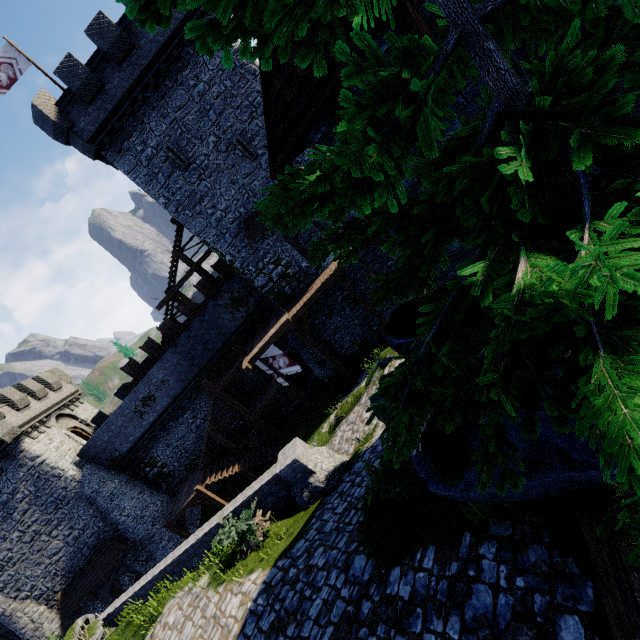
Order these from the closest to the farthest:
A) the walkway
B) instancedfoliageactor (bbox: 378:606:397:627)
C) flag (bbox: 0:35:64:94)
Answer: instancedfoliageactor (bbox: 378:606:397:627) < flag (bbox: 0:35:64:94) < the walkway

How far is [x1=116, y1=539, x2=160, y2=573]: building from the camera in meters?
22.8 m

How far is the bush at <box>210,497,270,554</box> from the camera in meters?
9.6 m

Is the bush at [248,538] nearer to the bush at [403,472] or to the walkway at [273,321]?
the bush at [403,472]

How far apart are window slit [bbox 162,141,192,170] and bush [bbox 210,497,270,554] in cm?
1744

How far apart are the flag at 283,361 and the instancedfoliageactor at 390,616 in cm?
1509

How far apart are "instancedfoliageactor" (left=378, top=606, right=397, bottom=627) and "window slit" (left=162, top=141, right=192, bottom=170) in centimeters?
2110cm

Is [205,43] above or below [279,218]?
above
